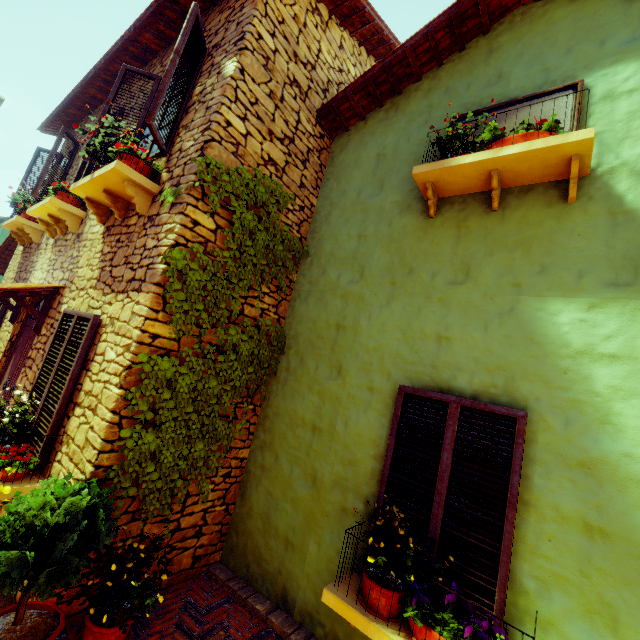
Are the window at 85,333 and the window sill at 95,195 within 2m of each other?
yes

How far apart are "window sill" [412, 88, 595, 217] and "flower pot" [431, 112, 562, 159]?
0.0m

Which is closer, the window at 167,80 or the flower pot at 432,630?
the flower pot at 432,630

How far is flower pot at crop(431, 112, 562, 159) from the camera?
2.9m

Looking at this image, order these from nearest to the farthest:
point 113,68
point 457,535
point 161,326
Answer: point 457,535 < point 161,326 < point 113,68

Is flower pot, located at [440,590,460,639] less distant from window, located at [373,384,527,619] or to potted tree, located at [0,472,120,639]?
window, located at [373,384,527,619]

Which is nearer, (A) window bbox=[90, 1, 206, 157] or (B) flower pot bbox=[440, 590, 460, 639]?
(B) flower pot bbox=[440, 590, 460, 639]

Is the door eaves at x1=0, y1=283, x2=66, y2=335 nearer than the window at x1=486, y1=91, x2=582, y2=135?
No
